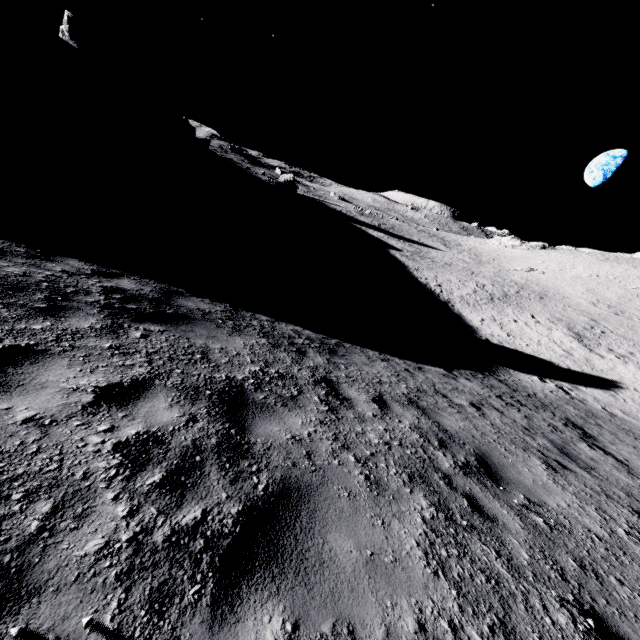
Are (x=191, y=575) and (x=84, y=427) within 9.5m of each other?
yes

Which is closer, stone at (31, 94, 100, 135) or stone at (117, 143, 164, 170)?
stone at (31, 94, 100, 135)

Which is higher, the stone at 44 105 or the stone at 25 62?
the stone at 25 62

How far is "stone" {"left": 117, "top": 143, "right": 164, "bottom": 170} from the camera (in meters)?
42.39

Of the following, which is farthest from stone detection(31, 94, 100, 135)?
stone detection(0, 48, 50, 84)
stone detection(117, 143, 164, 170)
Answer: stone detection(0, 48, 50, 84)

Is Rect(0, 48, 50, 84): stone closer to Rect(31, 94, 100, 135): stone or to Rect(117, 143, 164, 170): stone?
Rect(31, 94, 100, 135): stone

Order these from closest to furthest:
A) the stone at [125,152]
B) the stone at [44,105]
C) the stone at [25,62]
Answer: the stone at [44,105] → the stone at [25,62] → the stone at [125,152]
